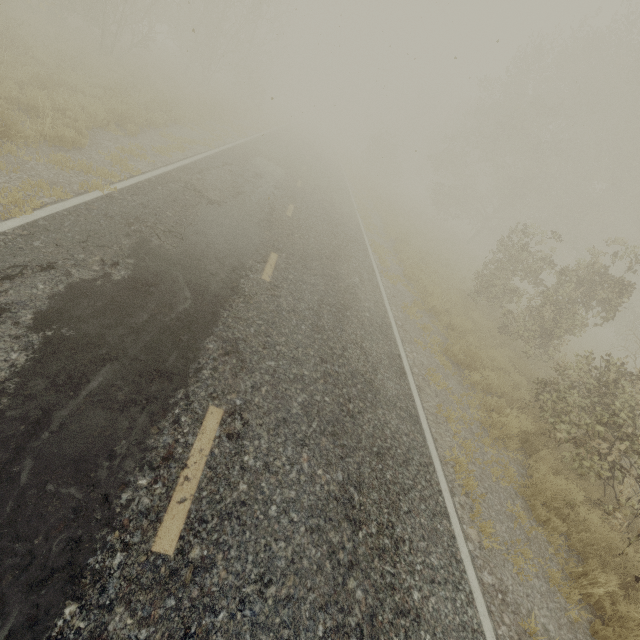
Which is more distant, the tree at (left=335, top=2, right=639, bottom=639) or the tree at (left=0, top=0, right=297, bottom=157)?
the tree at (left=0, top=0, right=297, bottom=157)

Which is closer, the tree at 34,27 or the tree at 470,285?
the tree at 470,285

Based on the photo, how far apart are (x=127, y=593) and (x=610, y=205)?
35.4 meters
